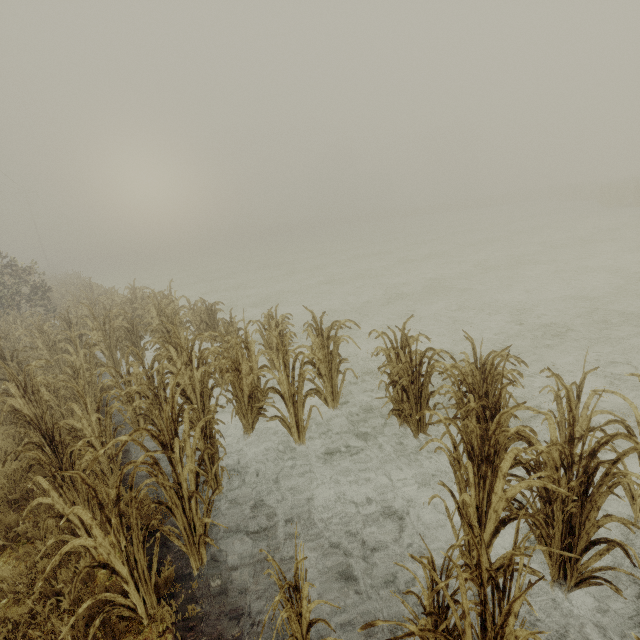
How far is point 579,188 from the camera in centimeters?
3894cm
